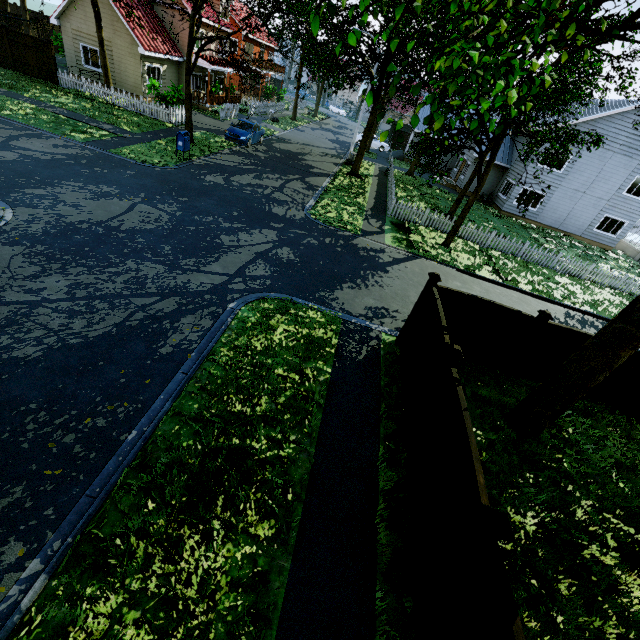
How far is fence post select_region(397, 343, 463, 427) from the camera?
5.5 meters

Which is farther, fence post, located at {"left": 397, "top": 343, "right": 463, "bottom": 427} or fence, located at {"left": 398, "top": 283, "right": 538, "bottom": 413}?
fence, located at {"left": 398, "top": 283, "right": 538, "bottom": 413}

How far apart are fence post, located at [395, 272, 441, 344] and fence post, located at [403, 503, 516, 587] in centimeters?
545cm

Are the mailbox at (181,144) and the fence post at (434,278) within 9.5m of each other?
no

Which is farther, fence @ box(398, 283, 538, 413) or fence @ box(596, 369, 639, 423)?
fence @ box(596, 369, 639, 423)

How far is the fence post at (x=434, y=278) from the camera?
7.9m

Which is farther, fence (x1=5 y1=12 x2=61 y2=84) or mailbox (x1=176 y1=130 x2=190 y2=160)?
fence (x1=5 y1=12 x2=61 y2=84)

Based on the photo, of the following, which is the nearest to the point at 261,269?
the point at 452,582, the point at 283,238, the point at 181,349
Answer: the point at 283,238
